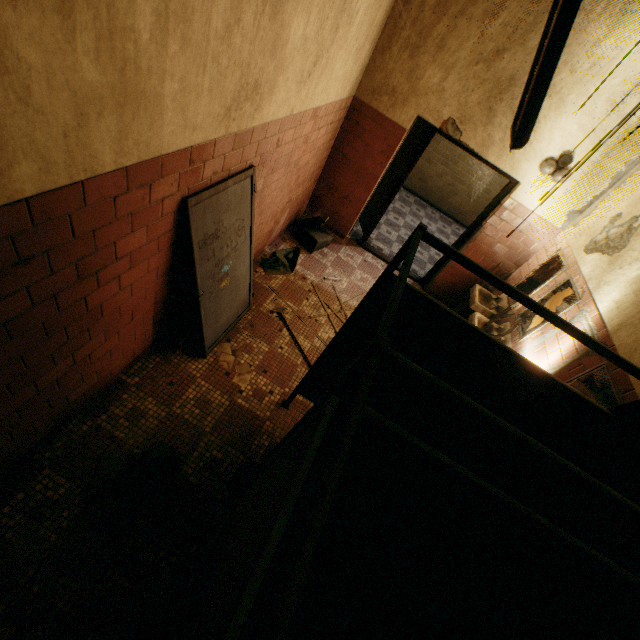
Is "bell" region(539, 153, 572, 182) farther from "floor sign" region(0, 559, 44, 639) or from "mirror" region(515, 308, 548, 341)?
"floor sign" region(0, 559, 44, 639)

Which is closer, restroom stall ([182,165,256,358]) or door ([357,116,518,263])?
restroom stall ([182,165,256,358])

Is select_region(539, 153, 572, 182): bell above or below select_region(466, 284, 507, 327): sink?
above

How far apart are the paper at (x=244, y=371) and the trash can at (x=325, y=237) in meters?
2.3

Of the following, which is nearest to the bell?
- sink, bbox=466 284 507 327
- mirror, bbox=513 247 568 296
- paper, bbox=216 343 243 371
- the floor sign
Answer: mirror, bbox=513 247 568 296

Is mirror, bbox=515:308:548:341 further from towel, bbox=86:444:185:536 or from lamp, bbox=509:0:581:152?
towel, bbox=86:444:185:536

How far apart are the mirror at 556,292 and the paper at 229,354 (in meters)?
3.27

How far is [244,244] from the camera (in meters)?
3.24
